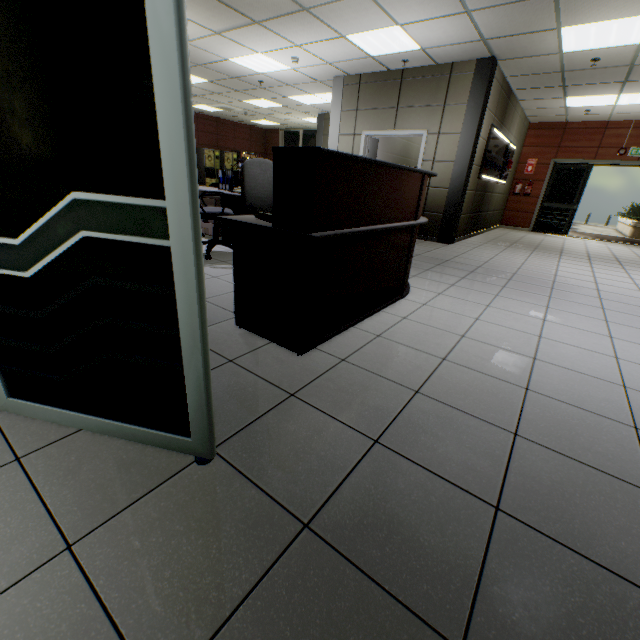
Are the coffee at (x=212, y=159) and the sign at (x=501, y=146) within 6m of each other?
no

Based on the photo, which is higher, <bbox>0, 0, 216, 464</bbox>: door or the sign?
the sign

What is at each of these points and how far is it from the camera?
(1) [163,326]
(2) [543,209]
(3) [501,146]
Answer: (1) door, 1.1m
(2) door, 10.9m
(3) sign, 8.0m

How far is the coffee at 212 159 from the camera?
13.79m

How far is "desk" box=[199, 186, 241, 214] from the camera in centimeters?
477cm

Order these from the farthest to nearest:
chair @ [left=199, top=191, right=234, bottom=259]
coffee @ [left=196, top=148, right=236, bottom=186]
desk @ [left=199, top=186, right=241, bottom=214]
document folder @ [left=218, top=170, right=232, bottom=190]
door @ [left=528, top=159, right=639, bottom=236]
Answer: coffee @ [left=196, top=148, right=236, bottom=186], door @ [left=528, top=159, right=639, bottom=236], document folder @ [left=218, top=170, right=232, bottom=190], desk @ [left=199, top=186, right=241, bottom=214], chair @ [left=199, top=191, right=234, bottom=259]

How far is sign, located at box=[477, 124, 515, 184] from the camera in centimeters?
703cm

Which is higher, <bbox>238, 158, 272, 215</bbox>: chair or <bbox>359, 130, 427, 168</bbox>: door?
<bbox>359, 130, 427, 168</bbox>: door
